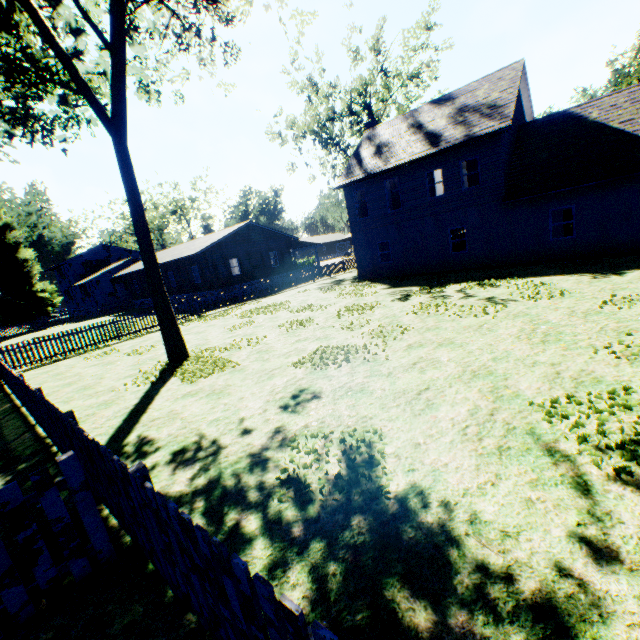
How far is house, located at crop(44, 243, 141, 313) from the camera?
42.6 meters

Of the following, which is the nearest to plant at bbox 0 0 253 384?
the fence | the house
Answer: the fence

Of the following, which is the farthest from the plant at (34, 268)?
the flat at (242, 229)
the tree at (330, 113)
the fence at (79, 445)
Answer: the flat at (242, 229)

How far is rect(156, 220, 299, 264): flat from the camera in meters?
28.5 m

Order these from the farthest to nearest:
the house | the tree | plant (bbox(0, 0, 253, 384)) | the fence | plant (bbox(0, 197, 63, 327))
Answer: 1. the house
2. plant (bbox(0, 197, 63, 327))
3. the tree
4. plant (bbox(0, 0, 253, 384))
5. the fence

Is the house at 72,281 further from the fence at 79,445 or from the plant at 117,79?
the fence at 79,445

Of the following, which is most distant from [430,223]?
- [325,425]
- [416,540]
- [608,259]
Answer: [416,540]

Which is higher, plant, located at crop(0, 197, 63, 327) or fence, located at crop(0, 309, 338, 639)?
plant, located at crop(0, 197, 63, 327)
